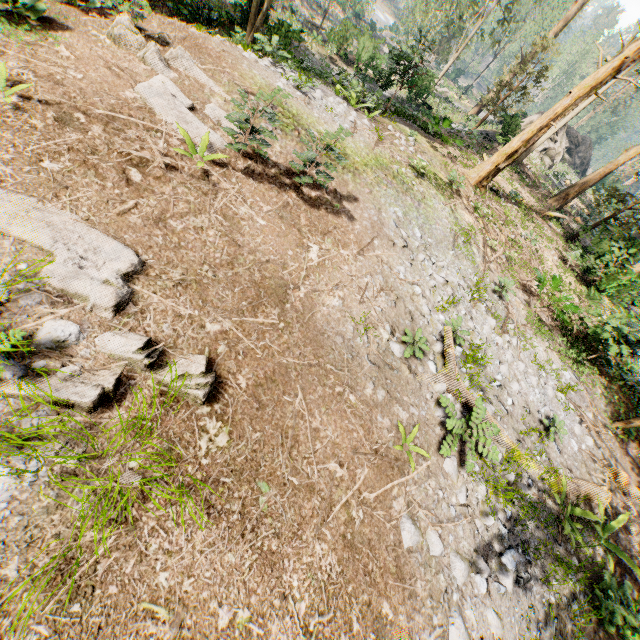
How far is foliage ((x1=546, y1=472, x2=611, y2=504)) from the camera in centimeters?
781cm

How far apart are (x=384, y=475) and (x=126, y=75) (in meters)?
9.20

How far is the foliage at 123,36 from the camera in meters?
6.4

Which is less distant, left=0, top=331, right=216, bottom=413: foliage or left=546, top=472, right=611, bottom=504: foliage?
left=0, top=331, right=216, bottom=413: foliage

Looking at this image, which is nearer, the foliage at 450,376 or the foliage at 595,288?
the foliage at 450,376
